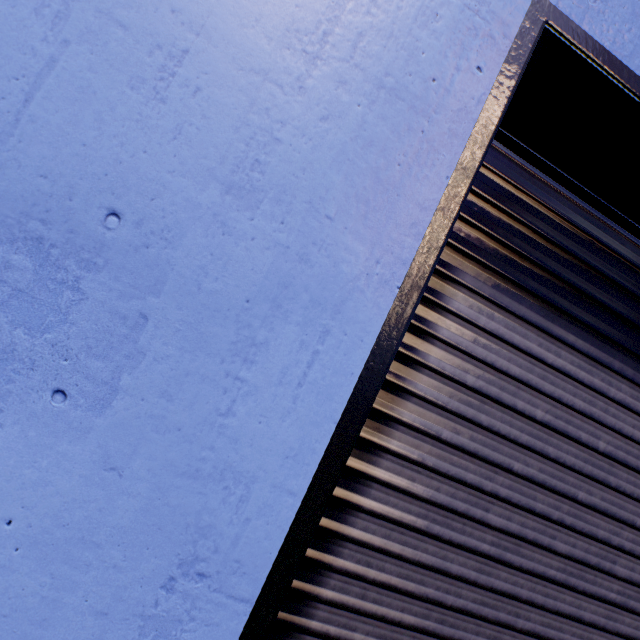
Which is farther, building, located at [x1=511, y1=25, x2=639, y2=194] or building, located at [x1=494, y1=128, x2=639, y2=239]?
building, located at [x1=494, y1=128, x2=639, y2=239]

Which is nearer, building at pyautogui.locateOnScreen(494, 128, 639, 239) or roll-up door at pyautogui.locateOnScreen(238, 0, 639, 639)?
roll-up door at pyautogui.locateOnScreen(238, 0, 639, 639)

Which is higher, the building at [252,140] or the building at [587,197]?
the building at [587,197]

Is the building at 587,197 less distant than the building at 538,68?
No

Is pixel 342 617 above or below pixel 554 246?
below

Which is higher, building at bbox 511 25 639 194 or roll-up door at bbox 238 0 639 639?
building at bbox 511 25 639 194
